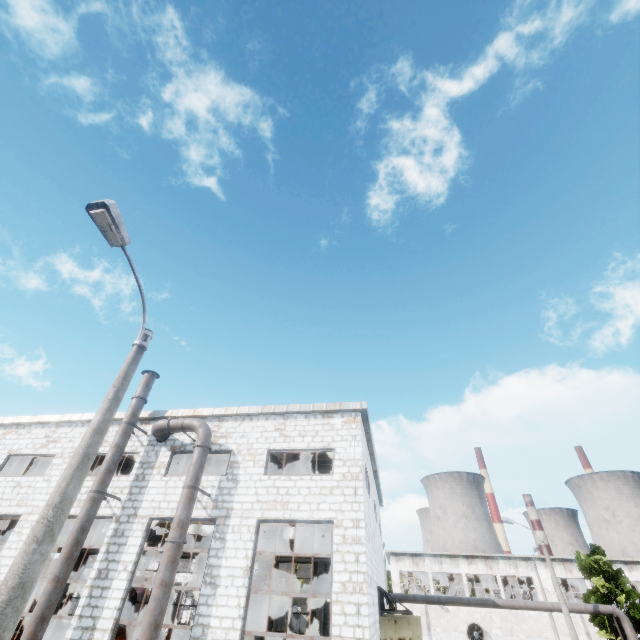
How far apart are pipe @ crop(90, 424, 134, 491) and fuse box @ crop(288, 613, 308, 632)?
60.7 meters

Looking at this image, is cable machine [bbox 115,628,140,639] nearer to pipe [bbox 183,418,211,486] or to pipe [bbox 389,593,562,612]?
pipe [bbox 389,593,562,612]

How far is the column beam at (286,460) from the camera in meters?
17.6

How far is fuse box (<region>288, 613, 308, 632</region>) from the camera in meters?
54.2

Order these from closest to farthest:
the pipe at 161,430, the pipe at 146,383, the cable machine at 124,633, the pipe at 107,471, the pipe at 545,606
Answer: the pipe at 107,471
the pipe at 161,430
the pipe at 146,383
the cable machine at 124,633
the pipe at 545,606

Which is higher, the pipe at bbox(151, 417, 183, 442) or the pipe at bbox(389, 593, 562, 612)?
the pipe at bbox(151, 417, 183, 442)

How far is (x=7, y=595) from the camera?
4.0m

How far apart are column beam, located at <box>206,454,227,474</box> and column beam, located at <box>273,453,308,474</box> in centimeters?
411cm
